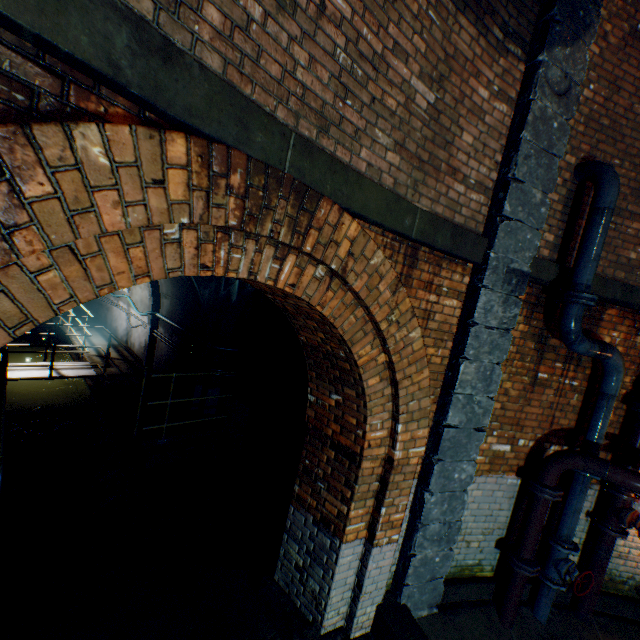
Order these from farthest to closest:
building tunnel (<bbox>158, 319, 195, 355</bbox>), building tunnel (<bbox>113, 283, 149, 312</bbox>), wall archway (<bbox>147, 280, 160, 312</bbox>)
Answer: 1. building tunnel (<bbox>113, 283, 149, 312</bbox>)
2. wall archway (<bbox>147, 280, 160, 312</bbox>)
3. building tunnel (<bbox>158, 319, 195, 355</bbox>)

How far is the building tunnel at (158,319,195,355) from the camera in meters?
7.6

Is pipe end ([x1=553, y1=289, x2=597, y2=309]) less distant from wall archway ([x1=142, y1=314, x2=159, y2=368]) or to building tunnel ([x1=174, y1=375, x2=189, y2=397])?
building tunnel ([x1=174, y1=375, x2=189, y2=397])

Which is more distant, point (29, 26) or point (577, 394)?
point (577, 394)

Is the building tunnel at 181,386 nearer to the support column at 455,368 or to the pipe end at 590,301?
the support column at 455,368

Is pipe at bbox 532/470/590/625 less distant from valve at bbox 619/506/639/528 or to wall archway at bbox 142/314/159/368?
valve at bbox 619/506/639/528

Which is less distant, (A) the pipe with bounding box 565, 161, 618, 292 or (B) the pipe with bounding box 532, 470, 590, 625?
(A) the pipe with bounding box 565, 161, 618, 292

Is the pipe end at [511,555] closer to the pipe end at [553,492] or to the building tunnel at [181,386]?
the pipe end at [553,492]
